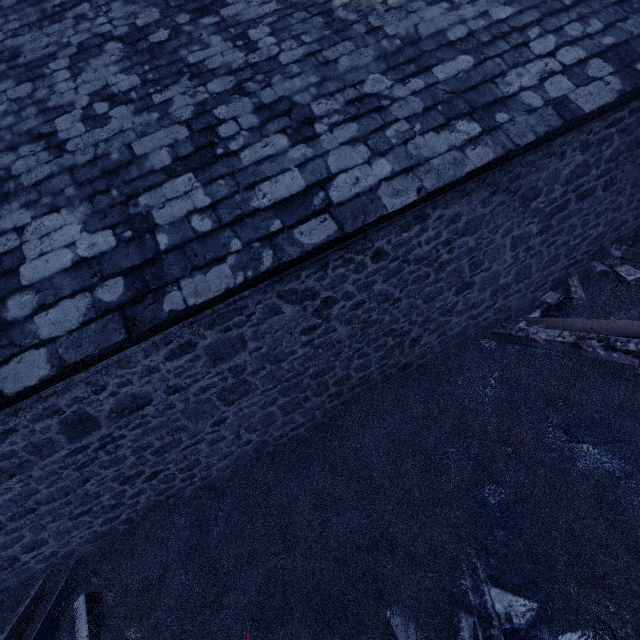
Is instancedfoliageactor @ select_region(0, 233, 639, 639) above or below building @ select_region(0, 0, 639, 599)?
below

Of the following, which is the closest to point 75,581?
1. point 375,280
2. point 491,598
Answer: point 491,598

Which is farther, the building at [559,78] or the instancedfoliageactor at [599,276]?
the building at [559,78]

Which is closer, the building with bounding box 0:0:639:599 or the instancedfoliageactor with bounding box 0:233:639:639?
the instancedfoliageactor with bounding box 0:233:639:639

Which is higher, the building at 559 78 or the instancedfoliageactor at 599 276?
the building at 559 78
